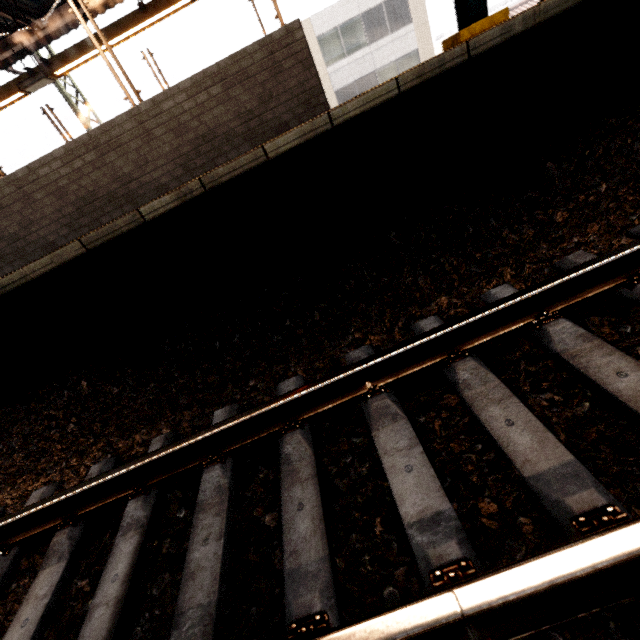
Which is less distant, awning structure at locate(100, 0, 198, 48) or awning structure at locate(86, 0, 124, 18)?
awning structure at locate(100, 0, 198, 48)

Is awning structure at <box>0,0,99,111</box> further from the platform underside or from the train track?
the train track

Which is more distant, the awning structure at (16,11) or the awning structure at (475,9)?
the awning structure at (16,11)

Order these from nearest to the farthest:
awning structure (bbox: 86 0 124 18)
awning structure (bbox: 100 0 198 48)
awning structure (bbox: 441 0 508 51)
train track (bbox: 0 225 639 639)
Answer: train track (bbox: 0 225 639 639) < awning structure (bbox: 441 0 508 51) < awning structure (bbox: 100 0 198 48) < awning structure (bbox: 86 0 124 18)

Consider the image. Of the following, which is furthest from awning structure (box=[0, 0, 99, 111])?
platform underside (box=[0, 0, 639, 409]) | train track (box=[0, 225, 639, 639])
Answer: train track (box=[0, 225, 639, 639])

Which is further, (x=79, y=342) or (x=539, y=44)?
(x=79, y=342)

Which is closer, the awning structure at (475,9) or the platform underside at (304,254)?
the platform underside at (304,254)

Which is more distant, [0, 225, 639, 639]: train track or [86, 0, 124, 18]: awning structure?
[86, 0, 124, 18]: awning structure
